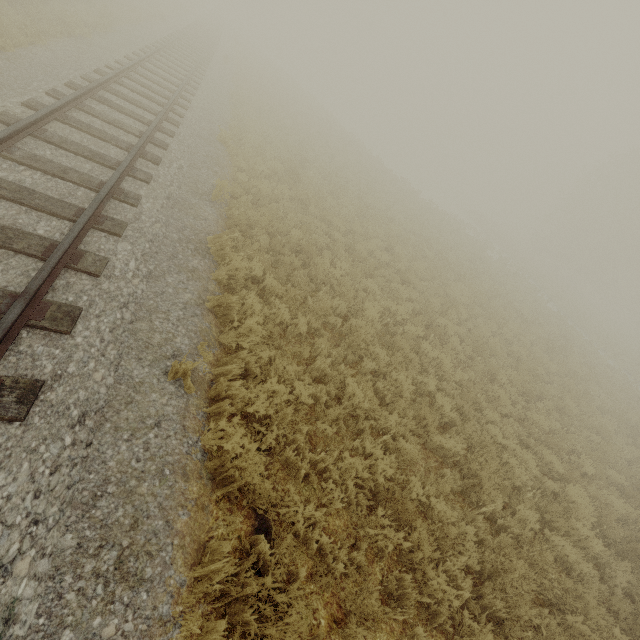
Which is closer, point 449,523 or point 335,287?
point 449,523
